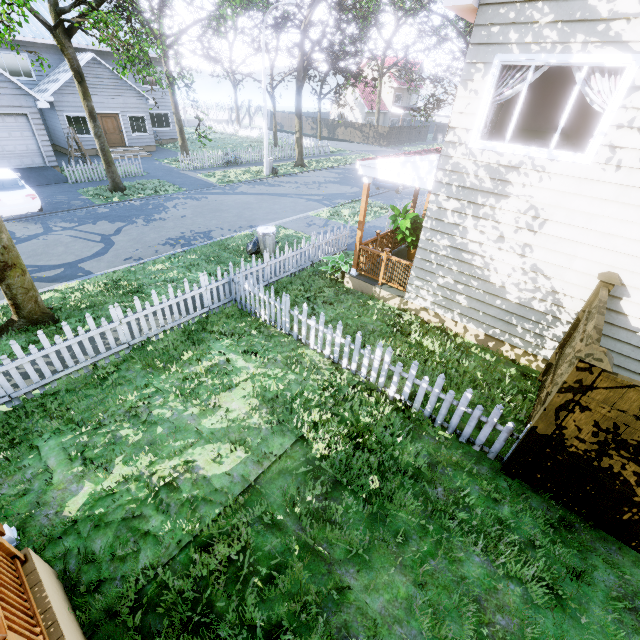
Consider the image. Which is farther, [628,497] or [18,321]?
[18,321]

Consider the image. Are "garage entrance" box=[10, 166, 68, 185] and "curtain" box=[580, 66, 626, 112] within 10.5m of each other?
no

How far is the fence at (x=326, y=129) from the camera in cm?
4331

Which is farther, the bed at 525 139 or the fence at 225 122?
the fence at 225 122

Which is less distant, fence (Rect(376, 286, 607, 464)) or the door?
fence (Rect(376, 286, 607, 464))

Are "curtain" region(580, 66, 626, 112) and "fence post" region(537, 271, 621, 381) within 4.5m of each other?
yes

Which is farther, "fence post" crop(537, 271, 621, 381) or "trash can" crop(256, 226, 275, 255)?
"trash can" crop(256, 226, 275, 255)

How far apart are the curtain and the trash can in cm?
809
